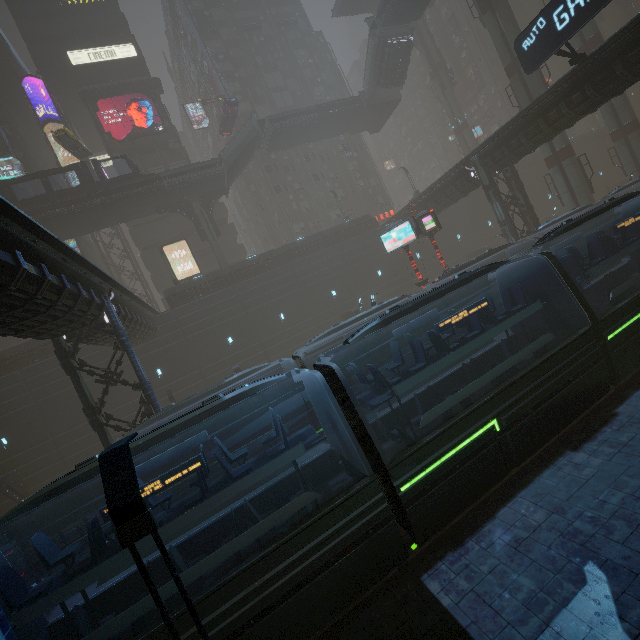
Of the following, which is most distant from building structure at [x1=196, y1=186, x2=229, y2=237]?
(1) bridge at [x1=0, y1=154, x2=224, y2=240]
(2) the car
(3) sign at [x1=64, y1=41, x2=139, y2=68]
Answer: (3) sign at [x1=64, y1=41, x2=139, y2=68]

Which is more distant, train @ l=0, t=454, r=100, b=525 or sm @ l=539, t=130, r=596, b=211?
sm @ l=539, t=130, r=596, b=211

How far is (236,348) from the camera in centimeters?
3048cm

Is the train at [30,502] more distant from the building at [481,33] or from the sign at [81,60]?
the sign at [81,60]

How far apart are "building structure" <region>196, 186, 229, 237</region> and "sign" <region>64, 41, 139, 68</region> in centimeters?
2271cm

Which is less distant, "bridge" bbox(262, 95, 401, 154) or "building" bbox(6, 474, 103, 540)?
"building" bbox(6, 474, 103, 540)

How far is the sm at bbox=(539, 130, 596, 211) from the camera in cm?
2767

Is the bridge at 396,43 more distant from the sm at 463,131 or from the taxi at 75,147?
the taxi at 75,147
